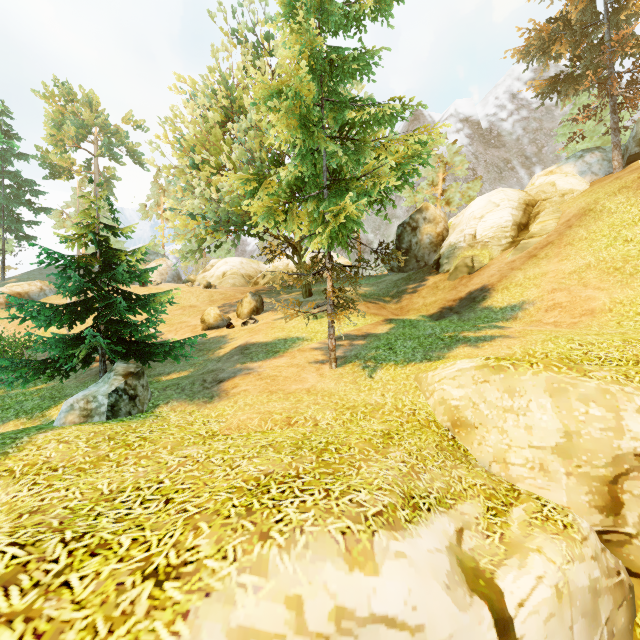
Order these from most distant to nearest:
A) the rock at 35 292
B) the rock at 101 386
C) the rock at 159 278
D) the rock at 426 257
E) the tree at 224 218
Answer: the rock at 159 278
the rock at 35 292
the rock at 426 257
the tree at 224 218
the rock at 101 386

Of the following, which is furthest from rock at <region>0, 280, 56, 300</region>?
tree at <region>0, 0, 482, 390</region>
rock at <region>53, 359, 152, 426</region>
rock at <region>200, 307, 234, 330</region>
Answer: rock at <region>53, 359, 152, 426</region>

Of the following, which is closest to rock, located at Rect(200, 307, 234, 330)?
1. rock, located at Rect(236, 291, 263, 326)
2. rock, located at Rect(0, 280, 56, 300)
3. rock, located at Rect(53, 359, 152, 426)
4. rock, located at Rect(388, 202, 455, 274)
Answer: rock, located at Rect(236, 291, 263, 326)

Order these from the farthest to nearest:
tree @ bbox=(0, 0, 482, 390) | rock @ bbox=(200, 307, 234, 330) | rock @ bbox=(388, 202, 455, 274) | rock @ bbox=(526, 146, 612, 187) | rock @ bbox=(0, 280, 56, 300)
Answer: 1. rock @ bbox=(0, 280, 56, 300)
2. rock @ bbox=(388, 202, 455, 274)
3. rock @ bbox=(526, 146, 612, 187)
4. rock @ bbox=(200, 307, 234, 330)
5. tree @ bbox=(0, 0, 482, 390)

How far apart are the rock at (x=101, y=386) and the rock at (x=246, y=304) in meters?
11.3 m

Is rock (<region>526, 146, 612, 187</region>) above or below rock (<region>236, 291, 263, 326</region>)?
above

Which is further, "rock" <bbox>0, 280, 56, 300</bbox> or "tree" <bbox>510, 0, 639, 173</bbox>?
"rock" <bbox>0, 280, 56, 300</bbox>

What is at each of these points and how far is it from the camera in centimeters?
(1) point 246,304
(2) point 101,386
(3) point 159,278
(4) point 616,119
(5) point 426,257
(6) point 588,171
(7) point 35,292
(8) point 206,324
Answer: (1) rock, 2053cm
(2) rock, 812cm
(3) rock, 3559cm
(4) tree, 1945cm
(5) rock, 2294cm
(6) rock, 2147cm
(7) rock, 2964cm
(8) rock, 1928cm
